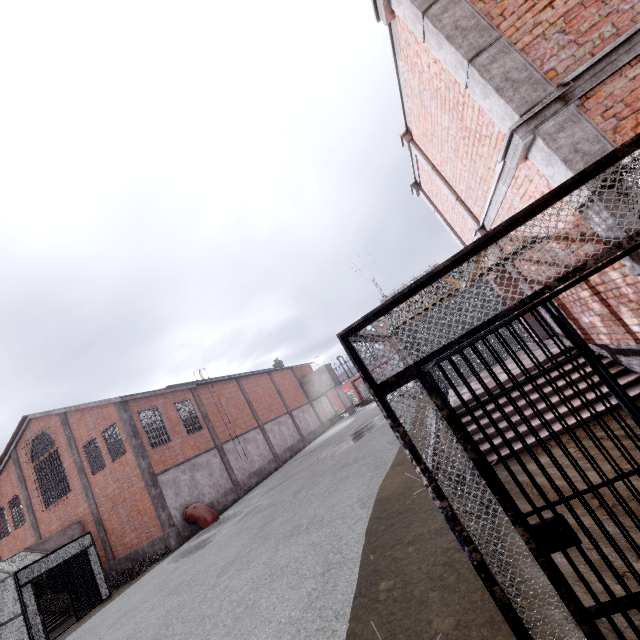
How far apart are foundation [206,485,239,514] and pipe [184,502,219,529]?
0.1 meters

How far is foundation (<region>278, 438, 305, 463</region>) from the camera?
29.6 meters

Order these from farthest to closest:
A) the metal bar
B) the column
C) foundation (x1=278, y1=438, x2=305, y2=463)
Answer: foundation (x1=278, y1=438, x2=305, y2=463), the column, the metal bar

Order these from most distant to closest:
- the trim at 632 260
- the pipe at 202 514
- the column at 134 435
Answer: the pipe at 202 514 < the column at 134 435 < the trim at 632 260

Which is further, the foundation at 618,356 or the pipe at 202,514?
the pipe at 202,514

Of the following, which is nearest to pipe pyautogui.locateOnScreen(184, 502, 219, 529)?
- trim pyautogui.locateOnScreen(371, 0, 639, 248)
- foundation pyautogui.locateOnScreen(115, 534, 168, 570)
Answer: foundation pyautogui.locateOnScreen(115, 534, 168, 570)

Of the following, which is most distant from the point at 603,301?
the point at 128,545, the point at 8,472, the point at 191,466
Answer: the point at 8,472
